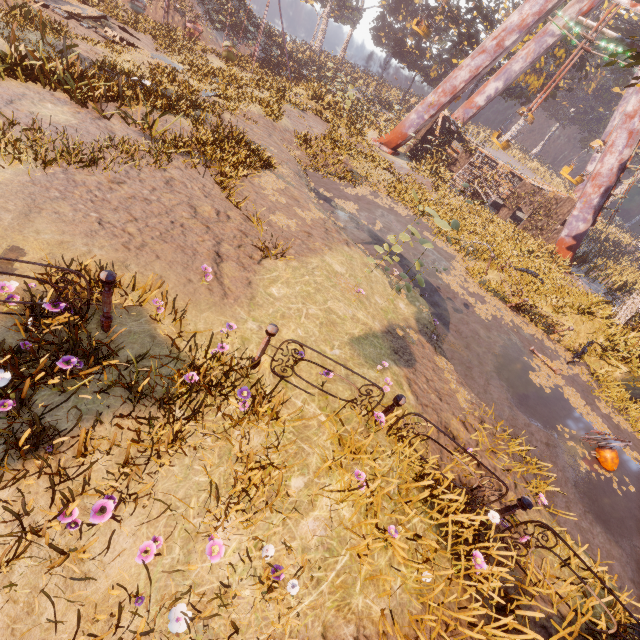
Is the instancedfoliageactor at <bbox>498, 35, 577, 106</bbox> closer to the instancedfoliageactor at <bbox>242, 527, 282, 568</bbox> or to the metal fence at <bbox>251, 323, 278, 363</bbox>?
the instancedfoliageactor at <bbox>242, 527, 282, 568</bbox>

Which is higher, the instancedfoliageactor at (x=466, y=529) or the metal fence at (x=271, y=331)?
the metal fence at (x=271, y=331)

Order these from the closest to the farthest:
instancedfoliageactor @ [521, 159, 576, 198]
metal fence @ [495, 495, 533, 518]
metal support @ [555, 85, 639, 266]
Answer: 1. metal fence @ [495, 495, 533, 518]
2. metal support @ [555, 85, 639, 266]
3. instancedfoliageactor @ [521, 159, 576, 198]

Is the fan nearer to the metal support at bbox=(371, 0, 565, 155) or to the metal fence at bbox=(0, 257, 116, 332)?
the metal fence at bbox=(0, 257, 116, 332)

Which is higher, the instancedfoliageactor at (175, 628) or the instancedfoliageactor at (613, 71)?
the instancedfoliageactor at (613, 71)

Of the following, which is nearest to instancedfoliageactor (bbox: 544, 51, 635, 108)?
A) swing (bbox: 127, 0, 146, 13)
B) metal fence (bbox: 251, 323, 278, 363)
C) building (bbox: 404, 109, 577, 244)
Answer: building (bbox: 404, 109, 577, 244)

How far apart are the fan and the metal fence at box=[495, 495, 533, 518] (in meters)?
5.52

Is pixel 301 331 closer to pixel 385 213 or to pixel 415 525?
pixel 415 525
